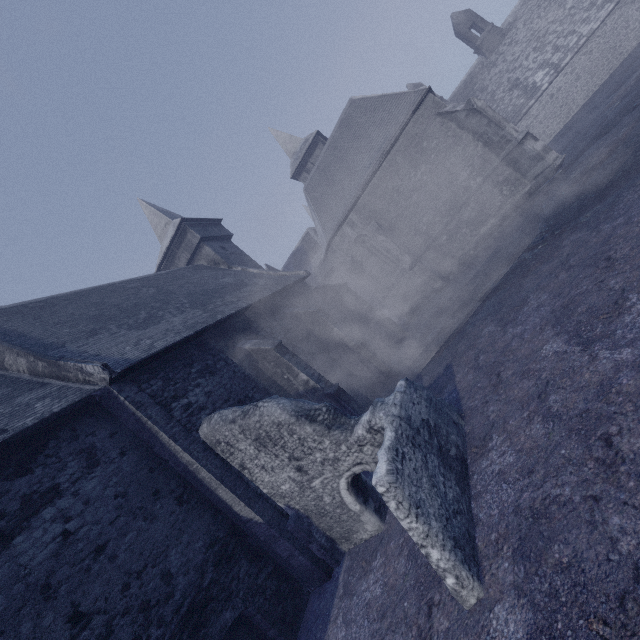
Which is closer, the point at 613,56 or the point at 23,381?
the point at 23,381
